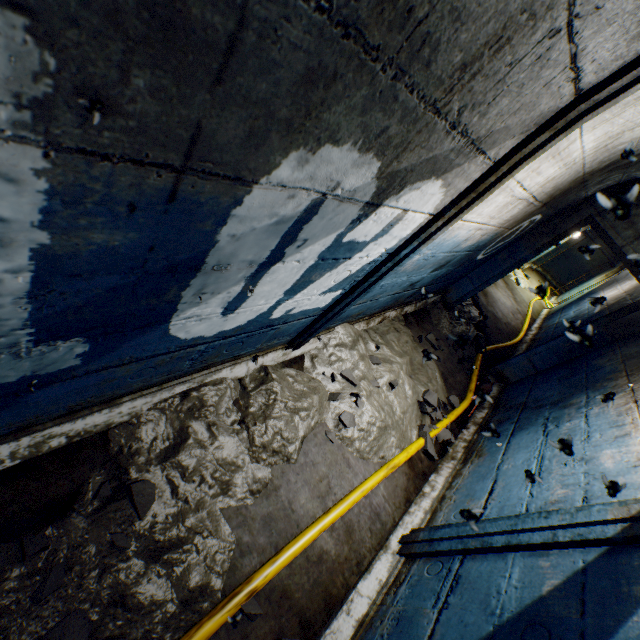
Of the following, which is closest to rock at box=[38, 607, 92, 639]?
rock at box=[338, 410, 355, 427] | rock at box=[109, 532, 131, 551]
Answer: rock at box=[109, 532, 131, 551]

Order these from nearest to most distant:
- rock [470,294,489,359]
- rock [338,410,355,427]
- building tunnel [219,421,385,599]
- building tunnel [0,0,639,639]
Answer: building tunnel [0,0,639,639], building tunnel [219,421,385,599], rock [338,410,355,427], rock [470,294,489,359]

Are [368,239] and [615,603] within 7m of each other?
yes

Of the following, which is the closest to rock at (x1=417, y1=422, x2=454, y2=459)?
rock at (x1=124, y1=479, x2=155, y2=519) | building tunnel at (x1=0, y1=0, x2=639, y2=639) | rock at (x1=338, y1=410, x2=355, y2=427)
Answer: building tunnel at (x1=0, y1=0, x2=639, y2=639)

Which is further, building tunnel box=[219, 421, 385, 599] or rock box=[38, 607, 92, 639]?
building tunnel box=[219, 421, 385, 599]

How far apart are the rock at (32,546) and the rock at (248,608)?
0.9 meters

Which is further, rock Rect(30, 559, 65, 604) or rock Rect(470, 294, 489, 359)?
rock Rect(470, 294, 489, 359)

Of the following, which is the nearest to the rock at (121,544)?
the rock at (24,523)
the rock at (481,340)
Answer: the rock at (24,523)
